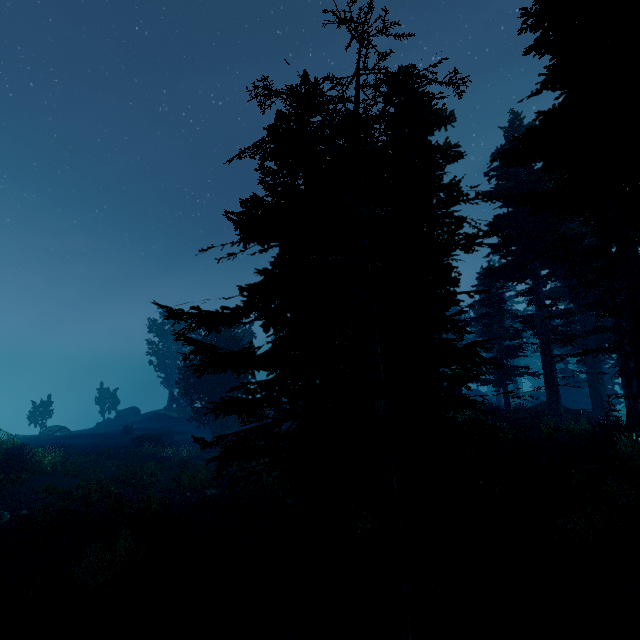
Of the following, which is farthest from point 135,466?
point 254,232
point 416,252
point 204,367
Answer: point 416,252

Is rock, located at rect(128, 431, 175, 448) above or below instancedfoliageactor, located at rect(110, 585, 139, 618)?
above

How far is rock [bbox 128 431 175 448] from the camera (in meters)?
30.20

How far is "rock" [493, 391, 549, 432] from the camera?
22.6m

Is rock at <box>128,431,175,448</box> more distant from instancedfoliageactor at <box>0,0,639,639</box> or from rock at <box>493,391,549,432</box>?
rock at <box>493,391,549,432</box>

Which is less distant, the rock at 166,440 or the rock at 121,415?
the rock at 166,440

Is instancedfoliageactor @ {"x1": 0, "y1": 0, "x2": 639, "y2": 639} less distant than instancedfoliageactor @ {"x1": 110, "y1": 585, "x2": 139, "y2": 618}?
Yes

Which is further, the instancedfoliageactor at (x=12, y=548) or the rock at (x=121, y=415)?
the rock at (x=121, y=415)
